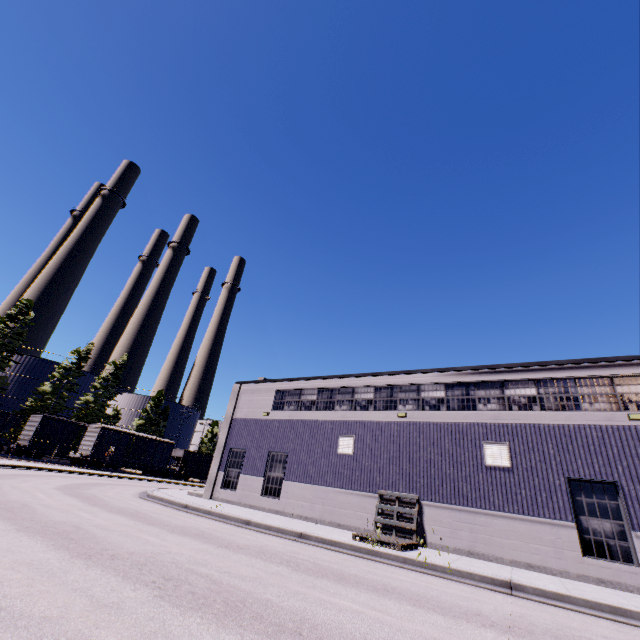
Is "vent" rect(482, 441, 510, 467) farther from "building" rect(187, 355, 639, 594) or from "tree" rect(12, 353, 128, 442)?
"tree" rect(12, 353, 128, 442)

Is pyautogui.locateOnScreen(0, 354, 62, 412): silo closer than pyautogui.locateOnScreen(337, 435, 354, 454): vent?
No

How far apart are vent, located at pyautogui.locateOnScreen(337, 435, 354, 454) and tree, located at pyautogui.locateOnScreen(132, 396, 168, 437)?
51.8 meters

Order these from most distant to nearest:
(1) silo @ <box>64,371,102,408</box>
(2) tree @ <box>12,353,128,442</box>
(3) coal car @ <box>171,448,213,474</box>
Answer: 1. (1) silo @ <box>64,371,102,408</box>
2. (3) coal car @ <box>171,448,213,474</box>
3. (2) tree @ <box>12,353,128,442</box>

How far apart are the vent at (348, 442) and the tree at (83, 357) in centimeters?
4425cm

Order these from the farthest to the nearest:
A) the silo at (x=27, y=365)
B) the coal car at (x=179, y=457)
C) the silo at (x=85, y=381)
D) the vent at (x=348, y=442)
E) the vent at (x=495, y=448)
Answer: the silo at (x=85, y=381), the coal car at (x=179, y=457), the silo at (x=27, y=365), the vent at (x=348, y=442), the vent at (x=495, y=448)

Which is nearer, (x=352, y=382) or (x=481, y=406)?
(x=481, y=406)

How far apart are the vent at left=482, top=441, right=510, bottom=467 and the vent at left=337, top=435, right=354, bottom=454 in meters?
6.2 m
